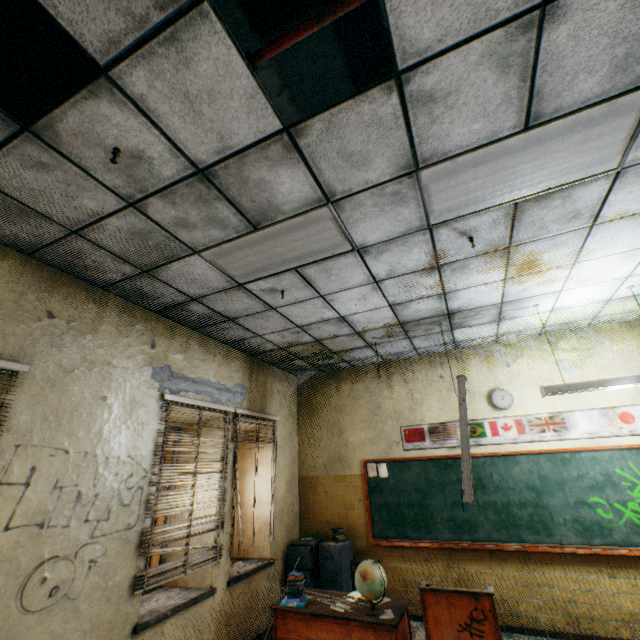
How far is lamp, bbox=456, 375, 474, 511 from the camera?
3.7m

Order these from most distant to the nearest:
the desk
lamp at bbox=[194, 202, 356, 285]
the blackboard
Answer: the blackboard → the desk → lamp at bbox=[194, 202, 356, 285]

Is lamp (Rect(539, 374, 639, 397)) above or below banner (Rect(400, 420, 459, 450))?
above

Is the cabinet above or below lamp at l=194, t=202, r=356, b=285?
below

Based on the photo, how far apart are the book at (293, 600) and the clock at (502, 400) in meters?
3.8

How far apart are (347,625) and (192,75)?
4.9m

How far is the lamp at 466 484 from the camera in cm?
375

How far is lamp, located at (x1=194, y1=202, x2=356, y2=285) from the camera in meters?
2.7
